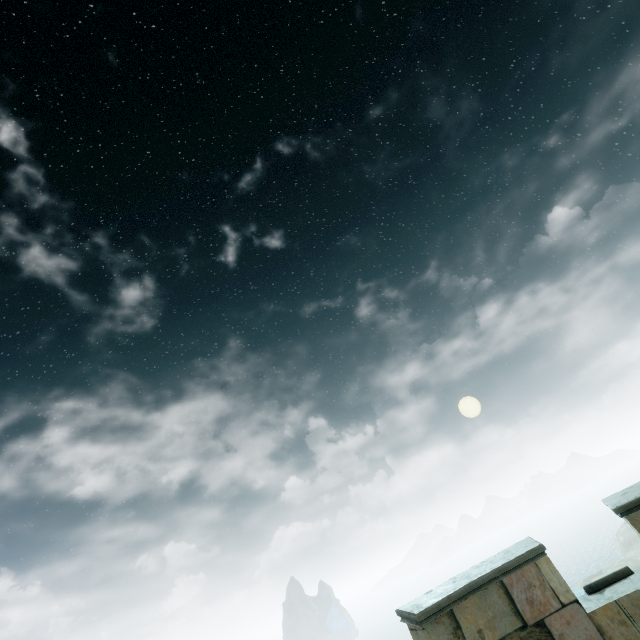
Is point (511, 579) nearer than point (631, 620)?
No
